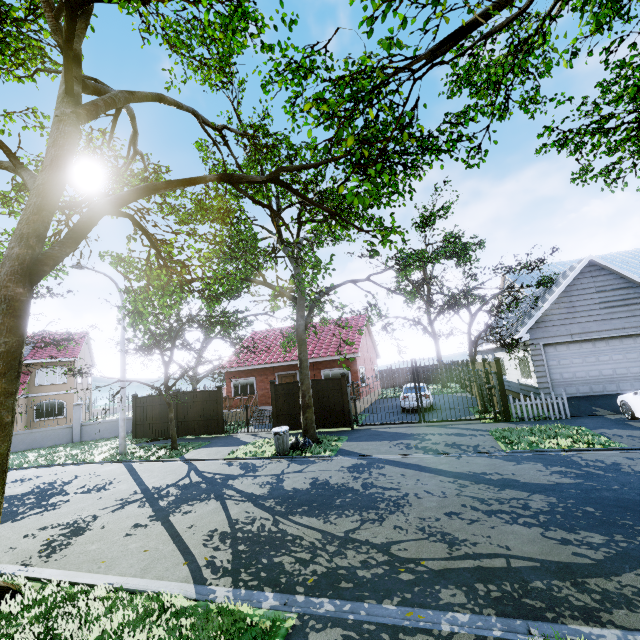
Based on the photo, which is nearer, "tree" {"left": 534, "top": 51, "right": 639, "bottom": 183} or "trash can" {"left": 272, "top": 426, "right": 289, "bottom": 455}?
"tree" {"left": 534, "top": 51, "right": 639, "bottom": 183}

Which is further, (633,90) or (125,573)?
(633,90)

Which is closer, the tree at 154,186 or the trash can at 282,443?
the tree at 154,186

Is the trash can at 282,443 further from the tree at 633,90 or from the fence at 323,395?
the fence at 323,395

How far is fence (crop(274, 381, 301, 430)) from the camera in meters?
16.0 m

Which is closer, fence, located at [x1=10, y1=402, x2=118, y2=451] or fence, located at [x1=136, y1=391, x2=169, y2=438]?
fence, located at [x1=136, y1=391, x2=169, y2=438]

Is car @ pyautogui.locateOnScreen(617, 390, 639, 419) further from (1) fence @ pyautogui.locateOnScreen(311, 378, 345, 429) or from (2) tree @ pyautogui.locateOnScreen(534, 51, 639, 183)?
(2) tree @ pyautogui.locateOnScreen(534, 51, 639, 183)
